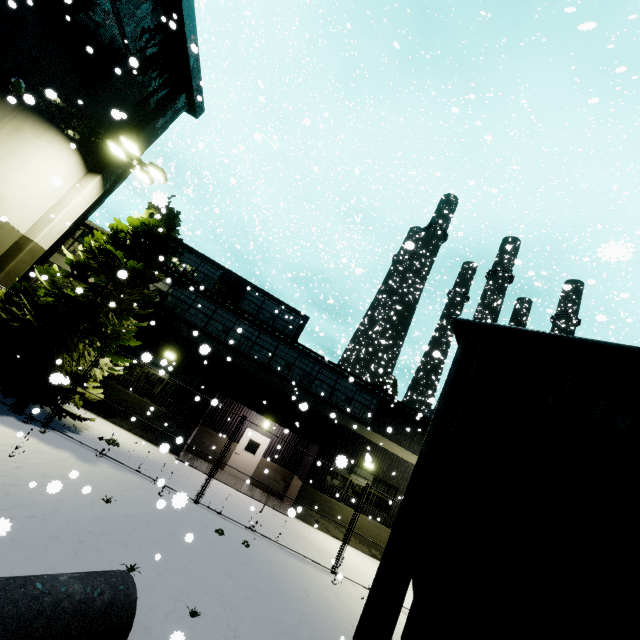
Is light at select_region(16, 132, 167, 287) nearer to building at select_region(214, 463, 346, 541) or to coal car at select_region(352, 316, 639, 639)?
building at select_region(214, 463, 346, 541)

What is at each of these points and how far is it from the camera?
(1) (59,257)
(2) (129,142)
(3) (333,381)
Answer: (1) building, 15.9 meters
(2) light, 12.3 meters
(3) building, 18.1 meters

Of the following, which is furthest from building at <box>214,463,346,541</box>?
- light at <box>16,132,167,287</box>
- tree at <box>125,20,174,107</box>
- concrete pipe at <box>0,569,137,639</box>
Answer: concrete pipe at <box>0,569,137,639</box>

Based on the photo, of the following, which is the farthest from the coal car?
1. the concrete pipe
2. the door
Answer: the door

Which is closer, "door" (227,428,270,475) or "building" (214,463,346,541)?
"building" (214,463,346,541)

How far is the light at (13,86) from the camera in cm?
932

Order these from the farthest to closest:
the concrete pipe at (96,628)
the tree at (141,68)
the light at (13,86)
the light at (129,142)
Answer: the tree at (141,68)
the light at (129,142)
the light at (13,86)
the concrete pipe at (96,628)

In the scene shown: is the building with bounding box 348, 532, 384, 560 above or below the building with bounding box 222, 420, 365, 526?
below
